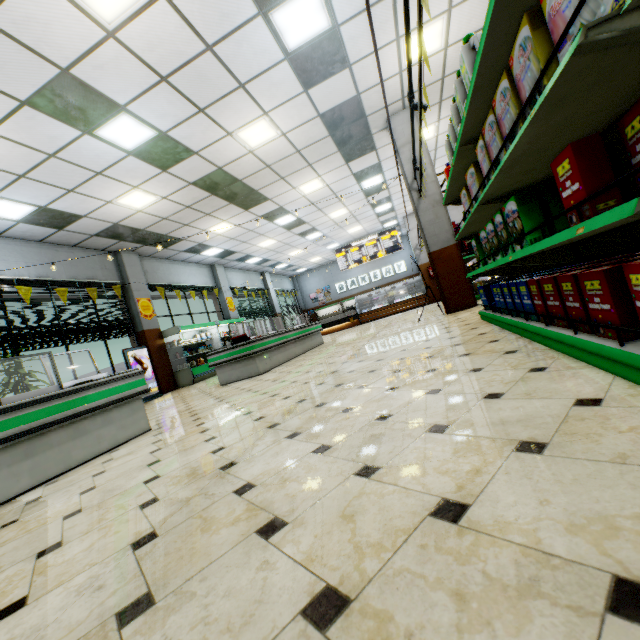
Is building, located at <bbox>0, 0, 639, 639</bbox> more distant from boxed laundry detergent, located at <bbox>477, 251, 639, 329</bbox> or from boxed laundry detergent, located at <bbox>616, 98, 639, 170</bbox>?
boxed laundry detergent, located at <bbox>616, 98, 639, 170</bbox>

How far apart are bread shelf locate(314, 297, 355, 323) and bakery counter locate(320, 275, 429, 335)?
3.69m

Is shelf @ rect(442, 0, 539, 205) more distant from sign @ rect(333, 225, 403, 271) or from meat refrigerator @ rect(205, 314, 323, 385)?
sign @ rect(333, 225, 403, 271)

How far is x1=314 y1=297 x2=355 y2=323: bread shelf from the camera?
24.0 meters

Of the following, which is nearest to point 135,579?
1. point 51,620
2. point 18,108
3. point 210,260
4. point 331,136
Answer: point 51,620

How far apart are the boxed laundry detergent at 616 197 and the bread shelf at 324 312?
21.6 meters

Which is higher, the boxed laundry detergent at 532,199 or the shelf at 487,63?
the shelf at 487,63

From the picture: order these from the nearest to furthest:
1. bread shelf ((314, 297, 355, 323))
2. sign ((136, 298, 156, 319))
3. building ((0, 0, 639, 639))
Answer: building ((0, 0, 639, 639))
sign ((136, 298, 156, 319))
bread shelf ((314, 297, 355, 323))
